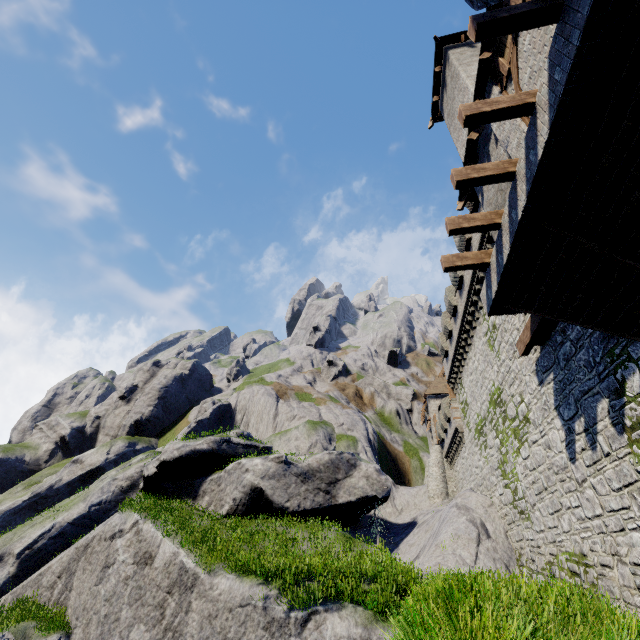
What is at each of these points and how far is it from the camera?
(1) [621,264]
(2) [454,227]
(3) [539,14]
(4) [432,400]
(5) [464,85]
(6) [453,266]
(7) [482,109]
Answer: (1) building, 6.7m
(2) wooden beam, 9.2m
(3) wooden beam, 5.6m
(4) building, 39.2m
(5) building, 13.7m
(6) wooden beam, 10.3m
(7) wooden beam, 6.8m

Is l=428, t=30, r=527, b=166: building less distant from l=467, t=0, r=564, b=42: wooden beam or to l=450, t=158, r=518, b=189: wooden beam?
l=467, t=0, r=564, b=42: wooden beam

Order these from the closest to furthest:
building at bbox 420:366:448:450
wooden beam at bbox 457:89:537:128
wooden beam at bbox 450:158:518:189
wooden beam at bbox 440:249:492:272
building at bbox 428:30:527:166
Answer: wooden beam at bbox 457:89:537:128 → wooden beam at bbox 450:158:518:189 → building at bbox 428:30:527:166 → wooden beam at bbox 440:249:492:272 → building at bbox 420:366:448:450

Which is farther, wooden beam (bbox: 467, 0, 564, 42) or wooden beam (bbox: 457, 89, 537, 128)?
wooden beam (bbox: 457, 89, 537, 128)

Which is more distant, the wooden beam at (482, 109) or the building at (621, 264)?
the wooden beam at (482, 109)

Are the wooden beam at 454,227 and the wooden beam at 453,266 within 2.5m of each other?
yes

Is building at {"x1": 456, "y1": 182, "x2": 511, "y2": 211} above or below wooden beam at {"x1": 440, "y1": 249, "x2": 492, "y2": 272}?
above

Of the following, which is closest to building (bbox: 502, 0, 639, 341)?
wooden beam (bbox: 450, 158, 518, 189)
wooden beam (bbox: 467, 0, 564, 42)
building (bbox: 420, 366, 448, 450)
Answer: wooden beam (bbox: 467, 0, 564, 42)
